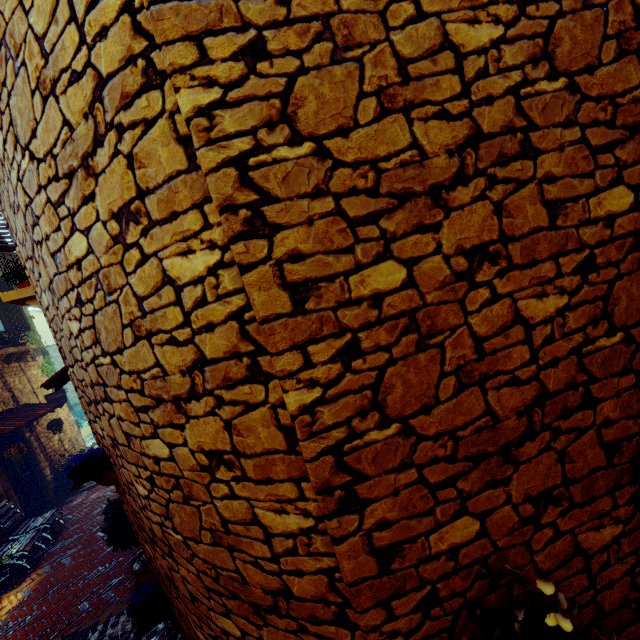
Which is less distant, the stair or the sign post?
the stair

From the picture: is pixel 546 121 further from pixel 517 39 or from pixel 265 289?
pixel 265 289

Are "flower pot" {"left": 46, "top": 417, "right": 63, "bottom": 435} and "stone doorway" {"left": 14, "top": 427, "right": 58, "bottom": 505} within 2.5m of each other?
Result: yes

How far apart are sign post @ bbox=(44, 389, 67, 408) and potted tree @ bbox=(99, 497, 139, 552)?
6.0 meters

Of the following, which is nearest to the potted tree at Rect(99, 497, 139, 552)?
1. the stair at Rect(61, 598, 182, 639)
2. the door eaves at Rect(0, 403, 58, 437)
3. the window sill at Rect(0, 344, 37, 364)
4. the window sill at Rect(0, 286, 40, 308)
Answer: the stair at Rect(61, 598, 182, 639)

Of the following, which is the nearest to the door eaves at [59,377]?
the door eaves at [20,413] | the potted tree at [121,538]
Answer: the potted tree at [121,538]

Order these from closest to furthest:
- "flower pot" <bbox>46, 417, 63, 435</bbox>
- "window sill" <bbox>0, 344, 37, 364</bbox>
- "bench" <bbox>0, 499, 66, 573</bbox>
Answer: "bench" <bbox>0, 499, 66, 573</bbox>, "window sill" <bbox>0, 344, 37, 364</bbox>, "flower pot" <bbox>46, 417, 63, 435</bbox>

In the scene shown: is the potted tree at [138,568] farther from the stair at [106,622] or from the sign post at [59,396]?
the sign post at [59,396]
